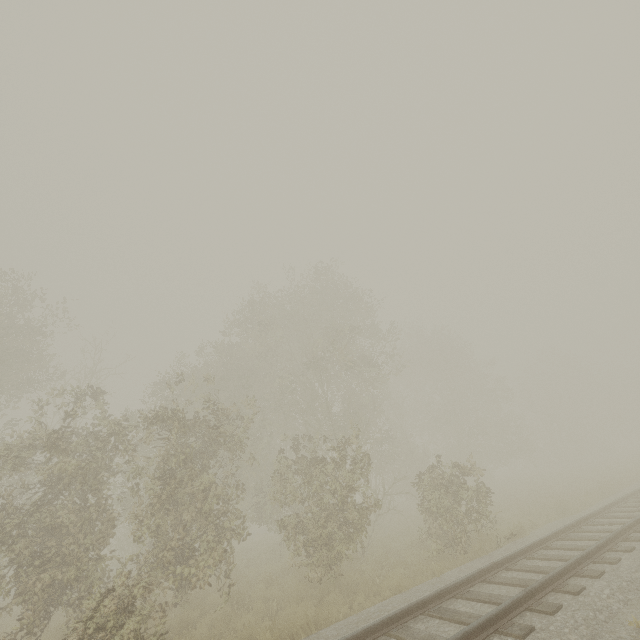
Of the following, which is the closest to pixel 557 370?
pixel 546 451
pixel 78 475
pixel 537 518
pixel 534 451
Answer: pixel 546 451
